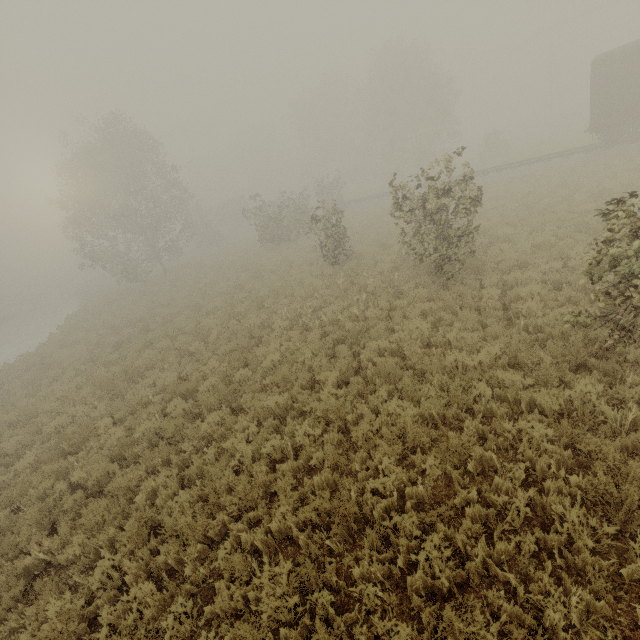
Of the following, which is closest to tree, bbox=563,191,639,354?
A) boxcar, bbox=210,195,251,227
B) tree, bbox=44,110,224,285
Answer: tree, bbox=44,110,224,285

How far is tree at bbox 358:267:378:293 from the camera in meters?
12.1 m

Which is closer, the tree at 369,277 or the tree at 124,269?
the tree at 369,277

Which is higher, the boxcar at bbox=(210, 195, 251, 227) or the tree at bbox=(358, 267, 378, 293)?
the boxcar at bbox=(210, 195, 251, 227)

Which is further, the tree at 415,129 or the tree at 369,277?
the tree at 369,277

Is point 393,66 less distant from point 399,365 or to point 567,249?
point 567,249

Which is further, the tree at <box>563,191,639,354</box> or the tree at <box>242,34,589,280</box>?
the tree at <box>242,34,589,280</box>

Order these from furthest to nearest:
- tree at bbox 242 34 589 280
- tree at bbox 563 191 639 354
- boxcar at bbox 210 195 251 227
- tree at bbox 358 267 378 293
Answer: boxcar at bbox 210 195 251 227, tree at bbox 358 267 378 293, tree at bbox 242 34 589 280, tree at bbox 563 191 639 354
